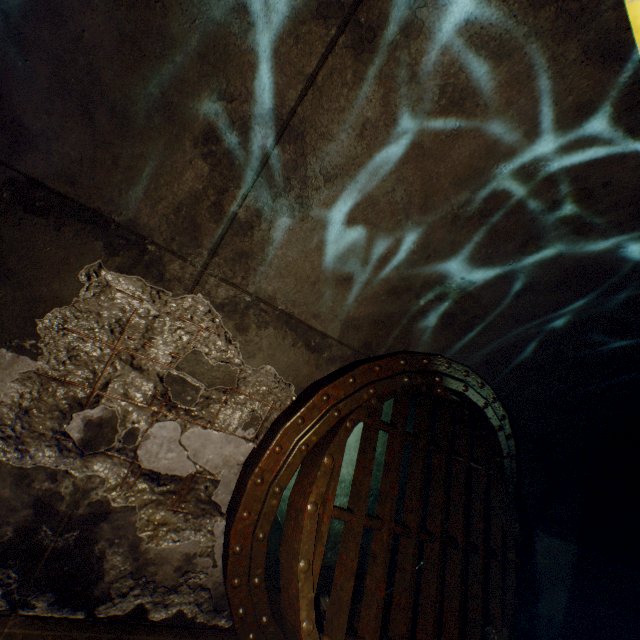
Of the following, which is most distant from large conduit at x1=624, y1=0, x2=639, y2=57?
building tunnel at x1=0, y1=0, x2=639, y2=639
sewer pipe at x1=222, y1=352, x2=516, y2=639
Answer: sewer pipe at x1=222, y1=352, x2=516, y2=639

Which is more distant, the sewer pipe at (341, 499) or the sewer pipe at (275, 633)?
the sewer pipe at (341, 499)

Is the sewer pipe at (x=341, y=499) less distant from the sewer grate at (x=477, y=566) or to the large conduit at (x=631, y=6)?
the sewer grate at (x=477, y=566)

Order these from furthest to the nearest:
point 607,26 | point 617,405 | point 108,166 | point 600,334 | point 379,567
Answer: point 617,405 < point 600,334 < point 379,567 < point 108,166 < point 607,26

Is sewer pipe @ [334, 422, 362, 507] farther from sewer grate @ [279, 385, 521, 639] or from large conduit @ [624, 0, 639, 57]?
large conduit @ [624, 0, 639, 57]

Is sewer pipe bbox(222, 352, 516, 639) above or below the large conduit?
below

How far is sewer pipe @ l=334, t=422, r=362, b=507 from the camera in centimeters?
508cm
